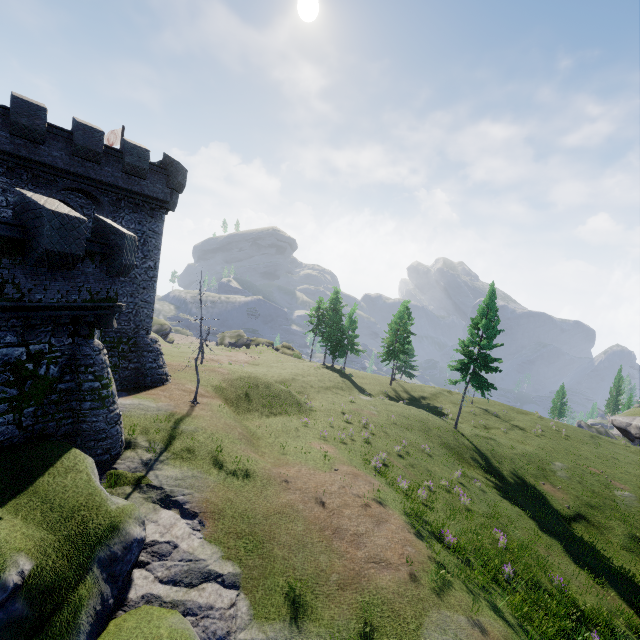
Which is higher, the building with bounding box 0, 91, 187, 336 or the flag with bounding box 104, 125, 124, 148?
the flag with bounding box 104, 125, 124, 148

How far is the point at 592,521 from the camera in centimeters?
2427cm

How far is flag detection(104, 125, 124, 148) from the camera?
27.8m

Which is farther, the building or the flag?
the flag

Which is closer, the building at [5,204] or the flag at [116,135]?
the building at [5,204]

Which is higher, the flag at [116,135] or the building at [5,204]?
the flag at [116,135]
